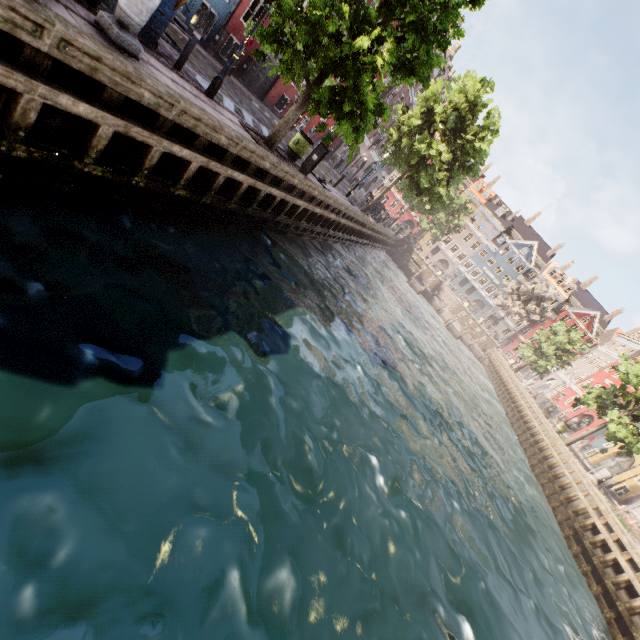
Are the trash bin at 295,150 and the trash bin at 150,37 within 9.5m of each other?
yes

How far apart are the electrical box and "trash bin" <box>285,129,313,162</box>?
7.72m

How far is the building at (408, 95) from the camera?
29.55m

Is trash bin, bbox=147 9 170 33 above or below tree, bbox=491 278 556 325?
below

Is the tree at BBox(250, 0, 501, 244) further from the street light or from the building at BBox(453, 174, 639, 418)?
the building at BBox(453, 174, 639, 418)

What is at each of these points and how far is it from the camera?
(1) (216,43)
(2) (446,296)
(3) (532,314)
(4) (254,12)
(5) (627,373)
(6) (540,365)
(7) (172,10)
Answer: (1) electrical box, 15.1m
(2) stairs, 48.0m
(3) tree, 46.1m
(4) building, 15.6m
(5) tree, 20.2m
(6) tree, 35.4m
(7) trash bin, 6.7m

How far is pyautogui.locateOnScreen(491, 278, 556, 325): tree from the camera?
46.0m

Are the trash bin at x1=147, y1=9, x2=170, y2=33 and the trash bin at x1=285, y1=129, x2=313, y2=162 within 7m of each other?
yes
